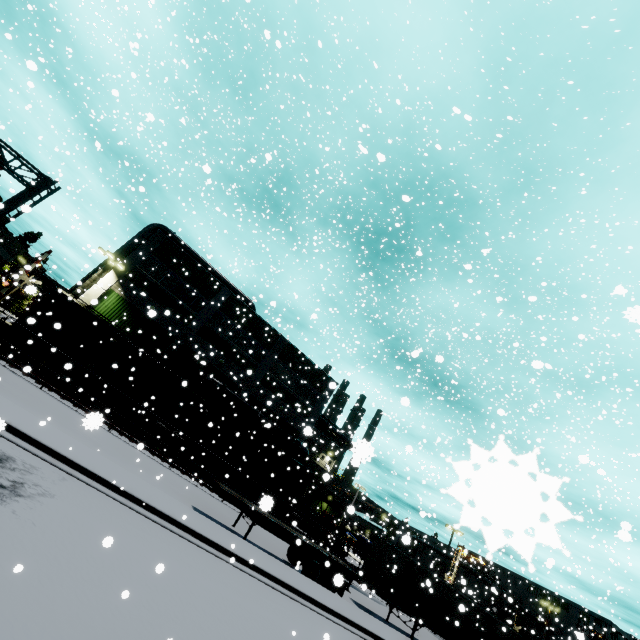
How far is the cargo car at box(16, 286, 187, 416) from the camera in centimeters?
2156cm

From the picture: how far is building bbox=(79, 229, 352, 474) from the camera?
28.5m

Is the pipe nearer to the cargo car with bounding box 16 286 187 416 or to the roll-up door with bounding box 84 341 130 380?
the cargo car with bounding box 16 286 187 416

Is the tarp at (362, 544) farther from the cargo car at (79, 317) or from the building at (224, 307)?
the cargo car at (79, 317)

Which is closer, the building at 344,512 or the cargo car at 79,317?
the building at 344,512

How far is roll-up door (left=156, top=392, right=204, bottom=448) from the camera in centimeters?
2853cm

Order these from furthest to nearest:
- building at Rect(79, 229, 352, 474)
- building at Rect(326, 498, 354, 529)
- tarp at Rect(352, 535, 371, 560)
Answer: tarp at Rect(352, 535, 371, 560) < building at Rect(79, 229, 352, 474) < building at Rect(326, 498, 354, 529)

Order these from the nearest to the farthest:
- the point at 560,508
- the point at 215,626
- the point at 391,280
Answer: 1. the point at 560,508
2. the point at 215,626
3. the point at 391,280
